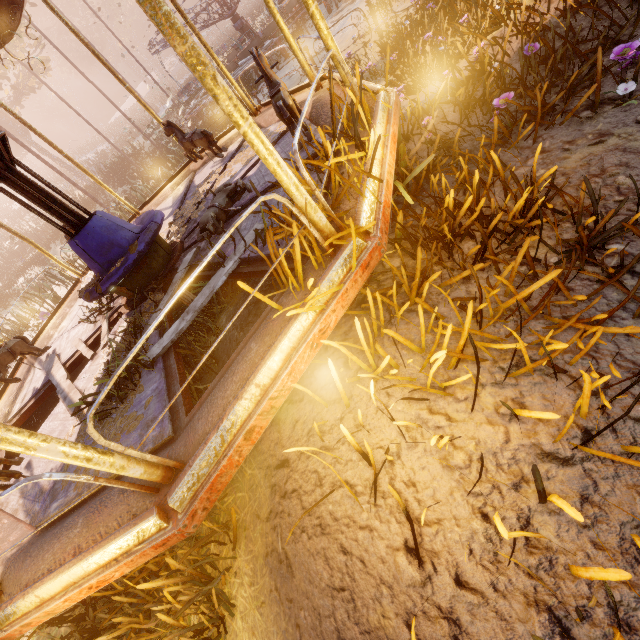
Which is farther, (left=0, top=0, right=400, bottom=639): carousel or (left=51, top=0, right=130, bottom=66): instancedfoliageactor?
(left=51, top=0, right=130, bottom=66): instancedfoliageactor

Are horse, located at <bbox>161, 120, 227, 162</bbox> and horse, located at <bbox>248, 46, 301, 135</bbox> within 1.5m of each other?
no

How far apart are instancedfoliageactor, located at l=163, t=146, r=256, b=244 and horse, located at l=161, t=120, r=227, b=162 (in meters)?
0.23

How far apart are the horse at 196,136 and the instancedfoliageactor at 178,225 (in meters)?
0.23

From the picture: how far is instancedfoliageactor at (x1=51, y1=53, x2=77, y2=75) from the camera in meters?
54.3

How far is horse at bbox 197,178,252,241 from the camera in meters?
3.7

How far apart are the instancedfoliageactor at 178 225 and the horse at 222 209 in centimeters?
95cm

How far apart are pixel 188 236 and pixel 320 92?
2.84m
